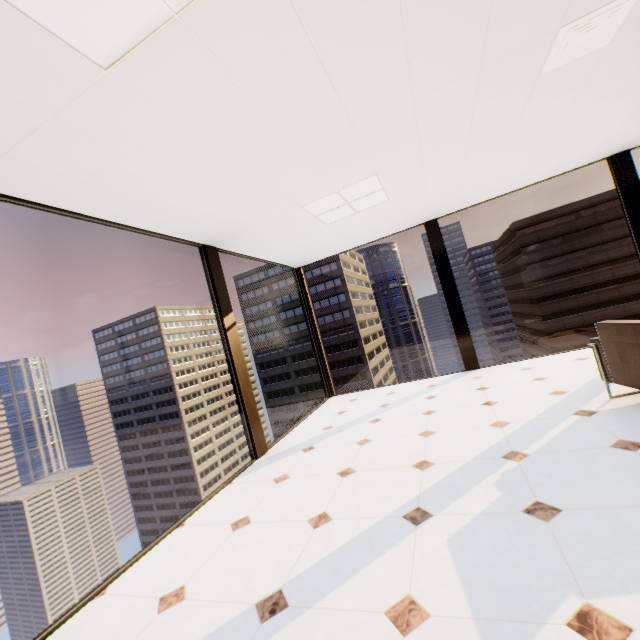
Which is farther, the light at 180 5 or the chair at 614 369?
the chair at 614 369

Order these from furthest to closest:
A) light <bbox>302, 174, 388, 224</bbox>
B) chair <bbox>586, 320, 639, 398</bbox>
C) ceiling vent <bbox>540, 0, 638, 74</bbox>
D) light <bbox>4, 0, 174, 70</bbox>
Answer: light <bbox>302, 174, 388, 224</bbox>
chair <bbox>586, 320, 639, 398</bbox>
ceiling vent <bbox>540, 0, 638, 74</bbox>
light <bbox>4, 0, 174, 70</bbox>

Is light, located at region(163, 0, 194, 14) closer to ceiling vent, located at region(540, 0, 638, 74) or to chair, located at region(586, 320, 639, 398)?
ceiling vent, located at region(540, 0, 638, 74)

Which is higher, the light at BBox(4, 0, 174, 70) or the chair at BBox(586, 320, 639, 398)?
the light at BBox(4, 0, 174, 70)

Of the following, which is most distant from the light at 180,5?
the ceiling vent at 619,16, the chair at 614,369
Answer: the chair at 614,369

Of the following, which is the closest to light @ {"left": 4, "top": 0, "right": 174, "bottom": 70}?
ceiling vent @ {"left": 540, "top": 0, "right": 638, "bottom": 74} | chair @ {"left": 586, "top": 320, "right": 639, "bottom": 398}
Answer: ceiling vent @ {"left": 540, "top": 0, "right": 638, "bottom": 74}

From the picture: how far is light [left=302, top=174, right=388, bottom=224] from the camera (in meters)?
3.89

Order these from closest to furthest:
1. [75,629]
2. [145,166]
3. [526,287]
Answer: [75,629] → [145,166] → [526,287]
